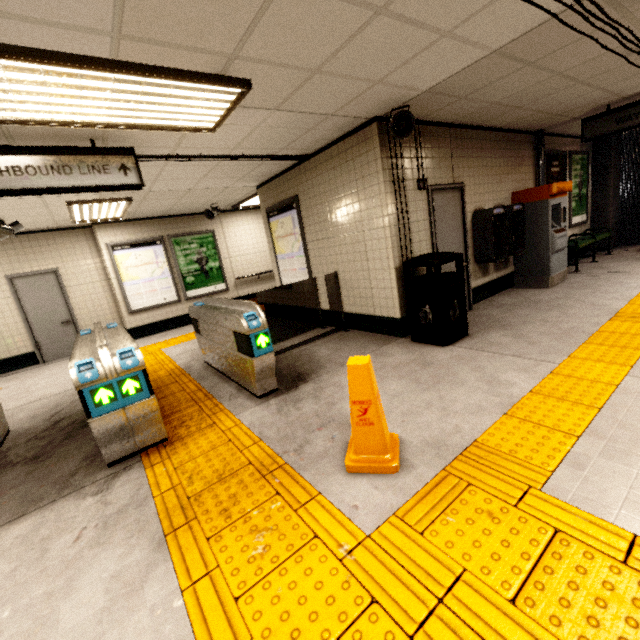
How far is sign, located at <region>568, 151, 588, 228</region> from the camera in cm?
776

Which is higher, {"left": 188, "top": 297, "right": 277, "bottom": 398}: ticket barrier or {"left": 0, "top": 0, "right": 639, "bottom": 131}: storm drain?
{"left": 0, "top": 0, "right": 639, "bottom": 131}: storm drain

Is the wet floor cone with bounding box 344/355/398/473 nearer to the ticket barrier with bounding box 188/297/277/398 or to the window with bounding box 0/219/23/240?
the ticket barrier with bounding box 188/297/277/398

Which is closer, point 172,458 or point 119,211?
point 172,458

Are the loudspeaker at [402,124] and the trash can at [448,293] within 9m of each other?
yes

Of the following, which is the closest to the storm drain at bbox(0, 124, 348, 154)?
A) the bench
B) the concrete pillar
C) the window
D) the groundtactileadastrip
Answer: the window

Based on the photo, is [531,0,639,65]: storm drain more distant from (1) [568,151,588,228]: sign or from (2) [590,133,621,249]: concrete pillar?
(2) [590,133,621,249]: concrete pillar

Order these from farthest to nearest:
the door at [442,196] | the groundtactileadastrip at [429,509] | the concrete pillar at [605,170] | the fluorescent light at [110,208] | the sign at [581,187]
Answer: the concrete pillar at [605,170], the sign at [581,187], the fluorescent light at [110,208], the door at [442,196], the groundtactileadastrip at [429,509]
